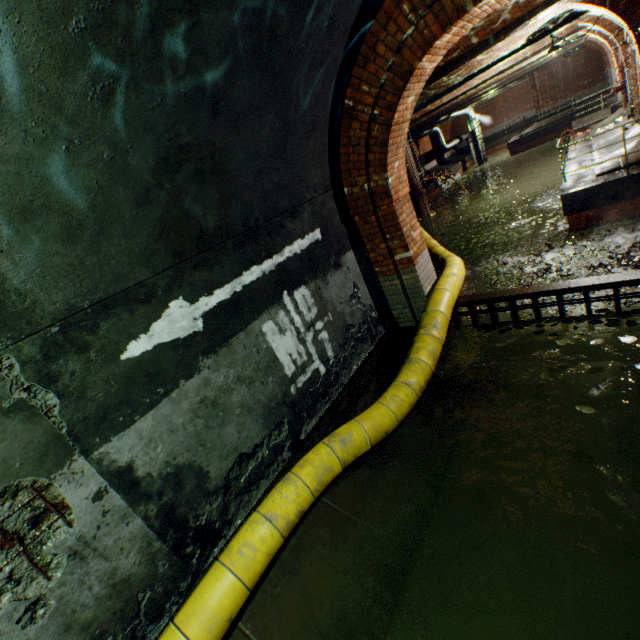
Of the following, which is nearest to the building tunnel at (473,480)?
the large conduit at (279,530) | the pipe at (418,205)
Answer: the large conduit at (279,530)

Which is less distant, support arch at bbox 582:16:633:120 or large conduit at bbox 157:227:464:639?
large conduit at bbox 157:227:464:639

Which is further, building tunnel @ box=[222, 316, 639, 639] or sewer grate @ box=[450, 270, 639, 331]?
sewer grate @ box=[450, 270, 639, 331]

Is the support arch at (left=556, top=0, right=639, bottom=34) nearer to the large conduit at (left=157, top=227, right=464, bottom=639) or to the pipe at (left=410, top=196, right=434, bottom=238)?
the large conduit at (left=157, top=227, right=464, bottom=639)

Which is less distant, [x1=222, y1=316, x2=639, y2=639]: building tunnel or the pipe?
→ [x1=222, y1=316, x2=639, y2=639]: building tunnel

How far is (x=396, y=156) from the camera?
4.81m

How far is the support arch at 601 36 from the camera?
11.9 meters

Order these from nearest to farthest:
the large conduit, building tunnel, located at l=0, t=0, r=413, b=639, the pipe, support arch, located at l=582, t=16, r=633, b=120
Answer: building tunnel, located at l=0, t=0, r=413, b=639, the large conduit, support arch, located at l=582, t=16, r=633, b=120, the pipe
